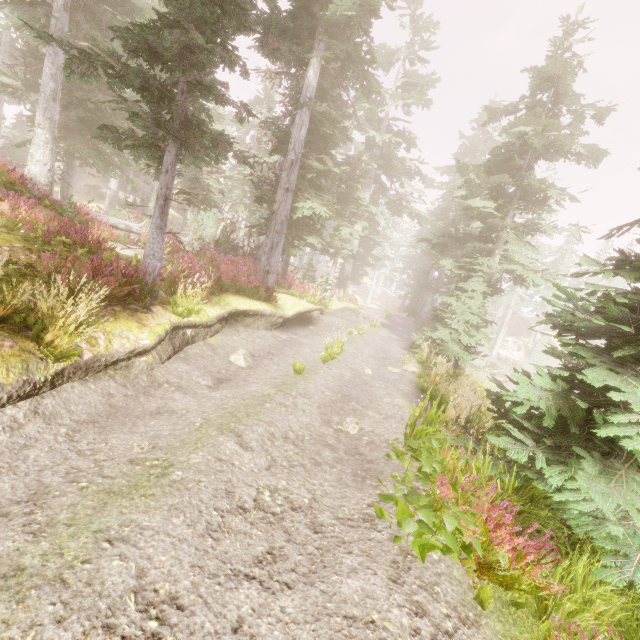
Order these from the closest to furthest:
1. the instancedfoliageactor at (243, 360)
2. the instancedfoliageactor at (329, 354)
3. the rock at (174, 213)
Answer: the instancedfoliageactor at (243, 360) → the instancedfoliageactor at (329, 354) → the rock at (174, 213)

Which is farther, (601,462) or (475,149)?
(475,149)

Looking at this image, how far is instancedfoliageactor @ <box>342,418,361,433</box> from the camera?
6.76m

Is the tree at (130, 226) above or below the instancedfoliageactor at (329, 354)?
above

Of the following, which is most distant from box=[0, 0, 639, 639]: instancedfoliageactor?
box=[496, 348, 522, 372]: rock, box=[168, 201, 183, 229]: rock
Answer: box=[496, 348, 522, 372]: rock

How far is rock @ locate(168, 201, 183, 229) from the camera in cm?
4953

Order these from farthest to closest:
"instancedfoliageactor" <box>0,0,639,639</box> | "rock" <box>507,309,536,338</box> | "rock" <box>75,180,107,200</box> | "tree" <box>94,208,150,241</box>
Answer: "rock" <box>507,309,536,338</box>
"rock" <box>75,180,107,200</box>
"tree" <box>94,208,150,241</box>
"instancedfoliageactor" <box>0,0,639,639</box>
